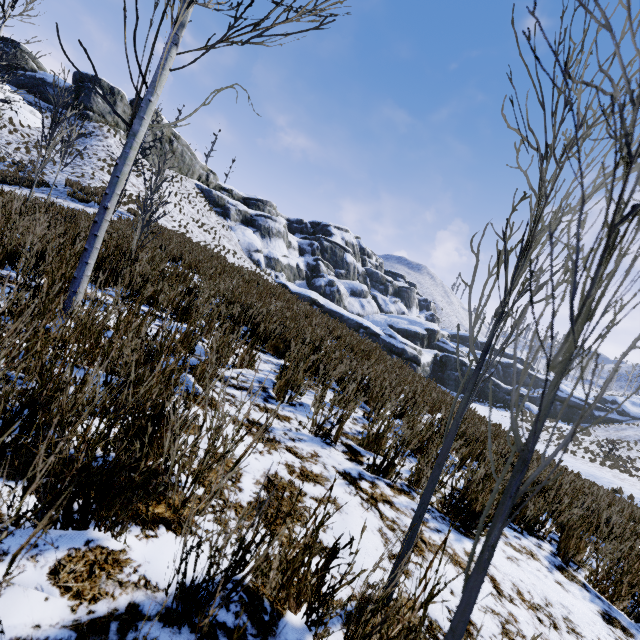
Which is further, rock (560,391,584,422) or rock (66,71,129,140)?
rock (560,391,584,422)

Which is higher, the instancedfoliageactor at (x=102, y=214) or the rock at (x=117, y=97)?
the rock at (x=117, y=97)

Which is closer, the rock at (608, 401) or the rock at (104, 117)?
the rock at (104, 117)

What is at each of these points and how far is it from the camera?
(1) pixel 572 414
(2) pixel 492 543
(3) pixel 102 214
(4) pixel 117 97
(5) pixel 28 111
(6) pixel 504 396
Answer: (1) rock, 45.1m
(2) instancedfoliageactor, 0.6m
(3) instancedfoliageactor, 2.0m
(4) rock, 31.8m
(5) rock, 26.2m
(6) rock, 40.8m

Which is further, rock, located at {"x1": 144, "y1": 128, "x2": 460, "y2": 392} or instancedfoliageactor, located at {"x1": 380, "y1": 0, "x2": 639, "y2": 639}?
rock, located at {"x1": 144, "y1": 128, "x2": 460, "y2": 392}

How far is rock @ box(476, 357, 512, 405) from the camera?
40.5m

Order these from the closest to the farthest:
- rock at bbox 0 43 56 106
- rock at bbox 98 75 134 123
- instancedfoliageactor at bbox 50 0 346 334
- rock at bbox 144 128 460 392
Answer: instancedfoliageactor at bbox 50 0 346 334 < rock at bbox 0 43 56 106 < rock at bbox 98 75 134 123 < rock at bbox 144 128 460 392
